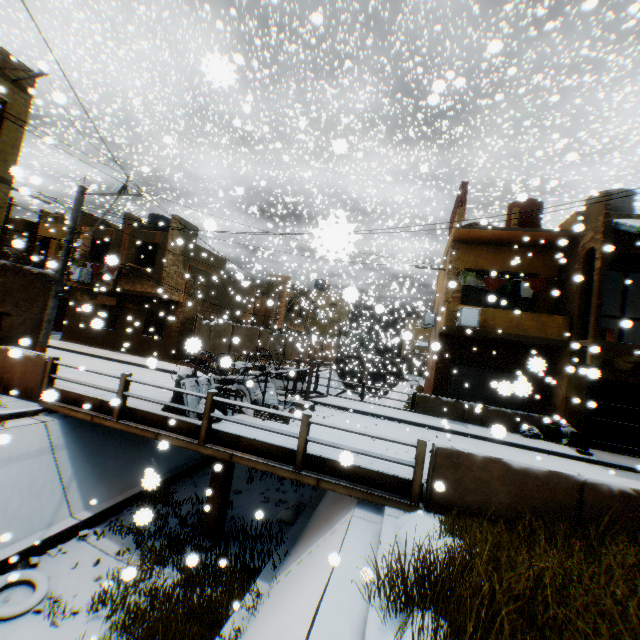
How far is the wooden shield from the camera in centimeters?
1498cm

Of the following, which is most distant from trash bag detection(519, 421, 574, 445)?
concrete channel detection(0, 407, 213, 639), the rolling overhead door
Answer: concrete channel detection(0, 407, 213, 639)

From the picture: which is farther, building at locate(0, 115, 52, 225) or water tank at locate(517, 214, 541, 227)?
water tank at locate(517, 214, 541, 227)

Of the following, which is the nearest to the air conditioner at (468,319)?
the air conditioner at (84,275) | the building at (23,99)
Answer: the building at (23,99)

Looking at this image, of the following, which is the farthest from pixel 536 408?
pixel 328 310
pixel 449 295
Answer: pixel 328 310

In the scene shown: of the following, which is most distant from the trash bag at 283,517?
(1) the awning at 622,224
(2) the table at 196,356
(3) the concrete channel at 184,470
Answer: (1) the awning at 622,224

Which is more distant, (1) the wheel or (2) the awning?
(2) the awning

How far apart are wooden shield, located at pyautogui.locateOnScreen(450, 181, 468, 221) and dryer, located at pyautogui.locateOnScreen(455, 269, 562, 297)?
2.22m
